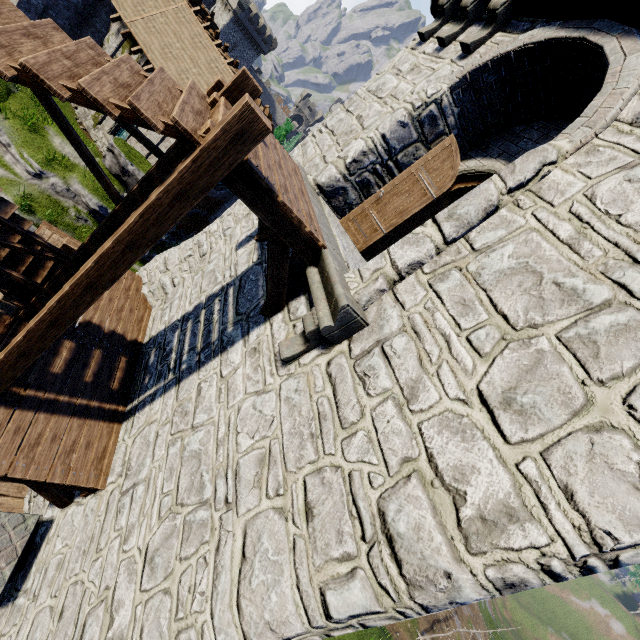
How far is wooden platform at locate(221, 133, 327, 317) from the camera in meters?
3.8

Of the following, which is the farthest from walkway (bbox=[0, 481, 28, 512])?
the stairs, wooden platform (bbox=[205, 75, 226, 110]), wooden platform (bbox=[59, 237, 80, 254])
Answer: wooden platform (bbox=[205, 75, 226, 110])

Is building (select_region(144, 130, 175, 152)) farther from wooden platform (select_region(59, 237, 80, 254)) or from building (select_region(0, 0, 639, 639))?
wooden platform (select_region(59, 237, 80, 254))

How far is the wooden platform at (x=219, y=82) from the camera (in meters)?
4.23

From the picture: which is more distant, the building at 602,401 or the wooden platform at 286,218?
the wooden platform at 286,218

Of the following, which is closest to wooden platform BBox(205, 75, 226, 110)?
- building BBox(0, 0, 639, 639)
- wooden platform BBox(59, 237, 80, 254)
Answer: building BBox(0, 0, 639, 639)

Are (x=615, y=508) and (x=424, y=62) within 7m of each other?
no

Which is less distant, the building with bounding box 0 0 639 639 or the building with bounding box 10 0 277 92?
the building with bounding box 0 0 639 639
